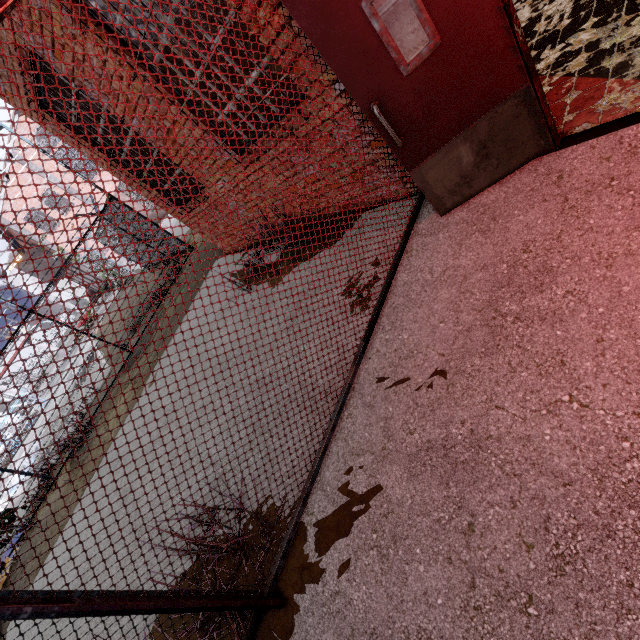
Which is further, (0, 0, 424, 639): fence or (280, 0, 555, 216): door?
(280, 0, 555, 216): door

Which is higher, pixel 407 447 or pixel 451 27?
pixel 451 27

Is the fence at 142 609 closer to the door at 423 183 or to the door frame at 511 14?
the door at 423 183

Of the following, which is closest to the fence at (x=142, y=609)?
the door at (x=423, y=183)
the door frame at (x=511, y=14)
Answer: the door at (x=423, y=183)

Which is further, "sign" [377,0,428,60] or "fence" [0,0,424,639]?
"sign" [377,0,428,60]

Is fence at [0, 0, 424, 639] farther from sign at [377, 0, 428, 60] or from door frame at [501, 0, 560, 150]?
door frame at [501, 0, 560, 150]

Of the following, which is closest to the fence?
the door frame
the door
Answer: the door
